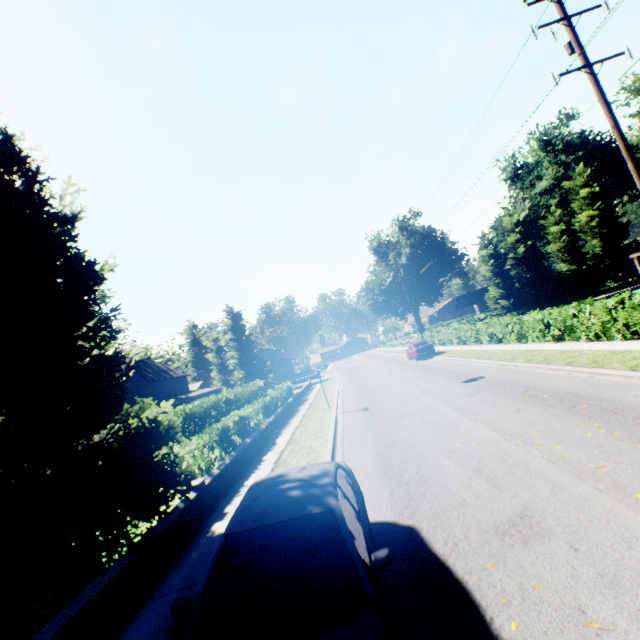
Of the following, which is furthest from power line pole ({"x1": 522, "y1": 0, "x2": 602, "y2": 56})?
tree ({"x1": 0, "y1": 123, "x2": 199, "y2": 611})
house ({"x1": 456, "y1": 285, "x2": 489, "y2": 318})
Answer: house ({"x1": 456, "y1": 285, "x2": 489, "y2": 318})

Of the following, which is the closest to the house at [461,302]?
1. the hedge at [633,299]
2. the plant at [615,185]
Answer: the plant at [615,185]

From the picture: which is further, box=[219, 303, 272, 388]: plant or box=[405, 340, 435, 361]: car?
box=[219, 303, 272, 388]: plant

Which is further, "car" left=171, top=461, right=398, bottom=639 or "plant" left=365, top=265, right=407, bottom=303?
"plant" left=365, top=265, right=407, bottom=303

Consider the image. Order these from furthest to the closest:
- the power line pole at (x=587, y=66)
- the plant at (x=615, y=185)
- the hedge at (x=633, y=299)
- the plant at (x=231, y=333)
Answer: the plant at (x=231, y=333) < the plant at (x=615, y=185) < the hedge at (x=633, y=299) < the power line pole at (x=587, y=66)

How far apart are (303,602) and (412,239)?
59.1 meters

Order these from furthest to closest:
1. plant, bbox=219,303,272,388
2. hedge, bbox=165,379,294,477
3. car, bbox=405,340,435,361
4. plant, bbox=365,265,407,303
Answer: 1. plant, bbox=365,265,407,303
2. plant, bbox=219,303,272,388
3. car, bbox=405,340,435,361
4. hedge, bbox=165,379,294,477

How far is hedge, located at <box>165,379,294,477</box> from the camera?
11.1m
